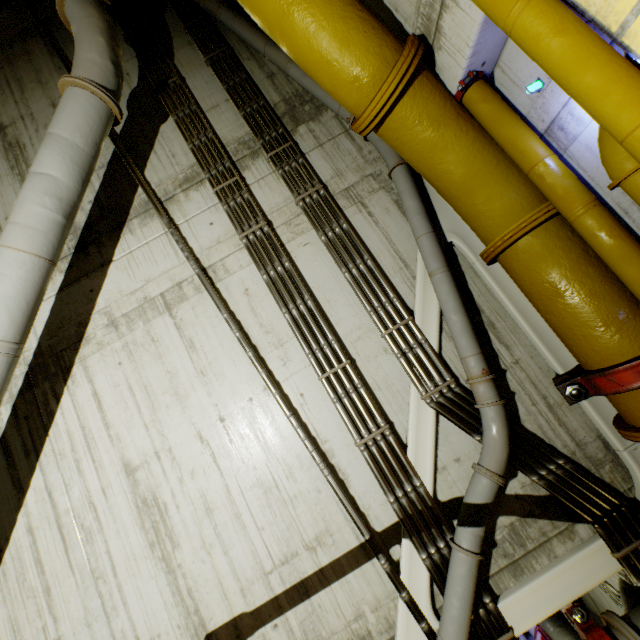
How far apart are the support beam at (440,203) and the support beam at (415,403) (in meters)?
0.33

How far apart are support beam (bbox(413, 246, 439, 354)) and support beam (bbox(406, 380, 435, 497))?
0.33m

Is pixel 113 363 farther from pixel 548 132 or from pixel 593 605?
pixel 593 605

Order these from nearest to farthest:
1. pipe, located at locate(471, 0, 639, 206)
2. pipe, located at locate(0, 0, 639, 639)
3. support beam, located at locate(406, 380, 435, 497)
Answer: pipe, located at locate(471, 0, 639, 206)
pipe, located at locate(0, 0, 639, 639)
support beam, located at locate(406, 380, 435, 497)

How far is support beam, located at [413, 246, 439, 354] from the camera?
3.81m

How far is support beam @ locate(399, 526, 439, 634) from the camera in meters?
3.2 m

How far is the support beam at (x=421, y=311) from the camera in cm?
381
